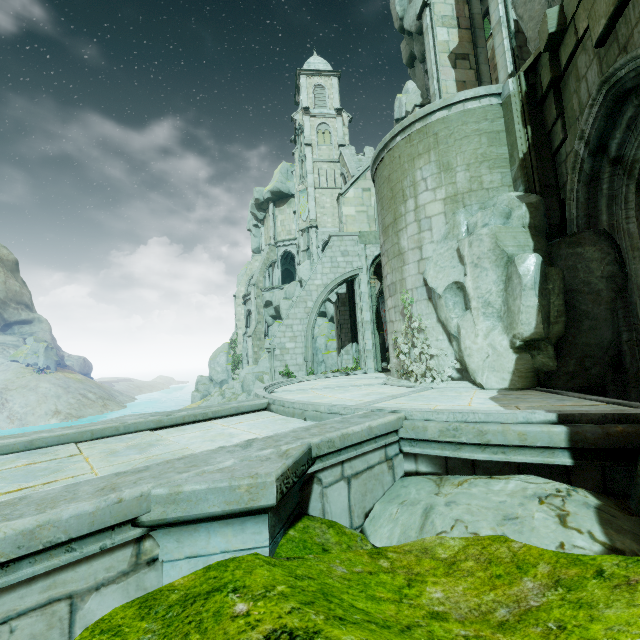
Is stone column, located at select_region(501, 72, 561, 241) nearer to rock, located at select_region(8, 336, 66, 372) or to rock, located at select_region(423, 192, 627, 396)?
rock, located at select_region(423, 192, 627, 396)

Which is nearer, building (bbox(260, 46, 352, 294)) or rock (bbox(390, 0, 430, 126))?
rock (bbox(390, 0, 430, 126))

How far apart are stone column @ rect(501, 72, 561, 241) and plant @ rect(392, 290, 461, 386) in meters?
3.2 m

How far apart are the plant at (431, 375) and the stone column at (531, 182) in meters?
3.2 m

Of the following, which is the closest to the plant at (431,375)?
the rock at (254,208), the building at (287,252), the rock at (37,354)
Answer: the building at (287,252)

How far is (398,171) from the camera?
9.90m

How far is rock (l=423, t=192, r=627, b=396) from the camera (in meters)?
6.68

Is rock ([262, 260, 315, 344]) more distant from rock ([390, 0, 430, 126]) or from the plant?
the plant
